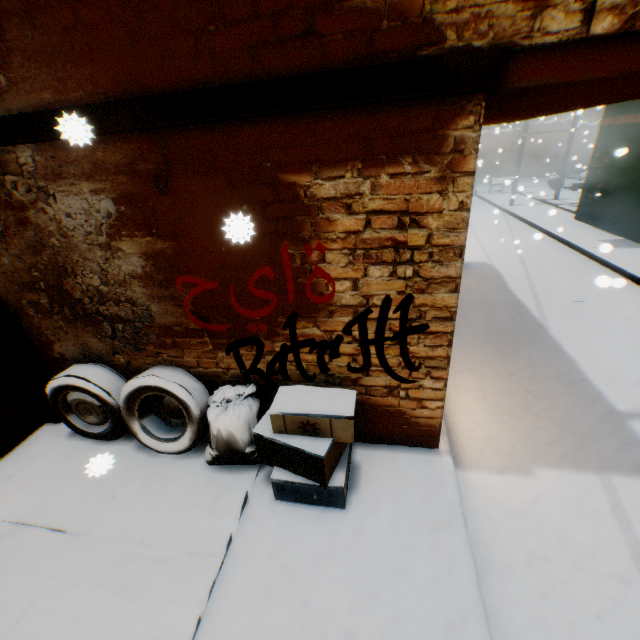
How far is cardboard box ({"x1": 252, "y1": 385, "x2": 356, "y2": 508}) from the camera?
2.69m

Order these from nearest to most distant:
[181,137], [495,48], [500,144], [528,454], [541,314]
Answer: [495,48], [181,137], [528,454], [541,314], [500,144]

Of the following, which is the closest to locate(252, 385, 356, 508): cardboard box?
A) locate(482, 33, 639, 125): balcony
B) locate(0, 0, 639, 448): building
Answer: locate(0, 0, 639, 448): building

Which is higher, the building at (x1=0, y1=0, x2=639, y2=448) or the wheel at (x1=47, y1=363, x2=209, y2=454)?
the building at (x1=0, y1=0, x2=639, y2=448)

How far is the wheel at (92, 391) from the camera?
3.3m

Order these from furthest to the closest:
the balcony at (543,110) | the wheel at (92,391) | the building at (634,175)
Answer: the building at (634,175) → the wheel at (92,391) → the balcony at (543,110)

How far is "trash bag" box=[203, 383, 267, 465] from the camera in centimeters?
310cm

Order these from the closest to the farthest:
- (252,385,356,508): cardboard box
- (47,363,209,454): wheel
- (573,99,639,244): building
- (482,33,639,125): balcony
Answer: (482,33,639,125): balcony
(252,385,356,508): cardboard box
(47,363,209,454): wheel
(573,99,639,244): building
